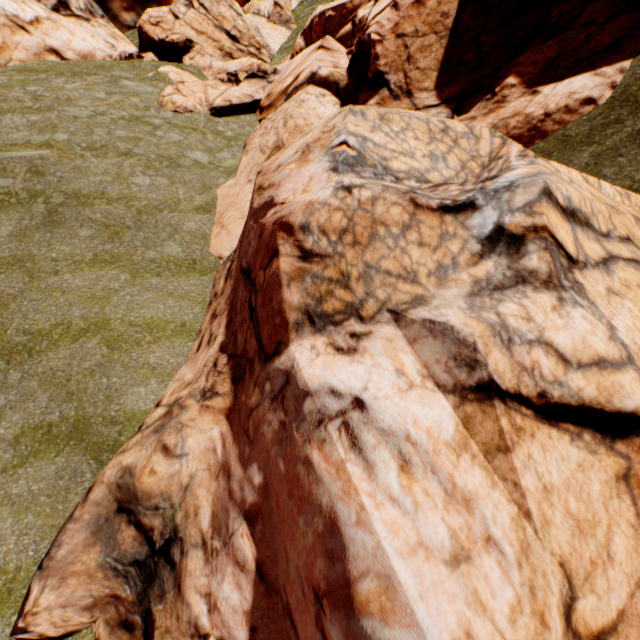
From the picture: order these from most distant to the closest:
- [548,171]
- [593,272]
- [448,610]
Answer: [548,171] < [593,272] < [448,610]
